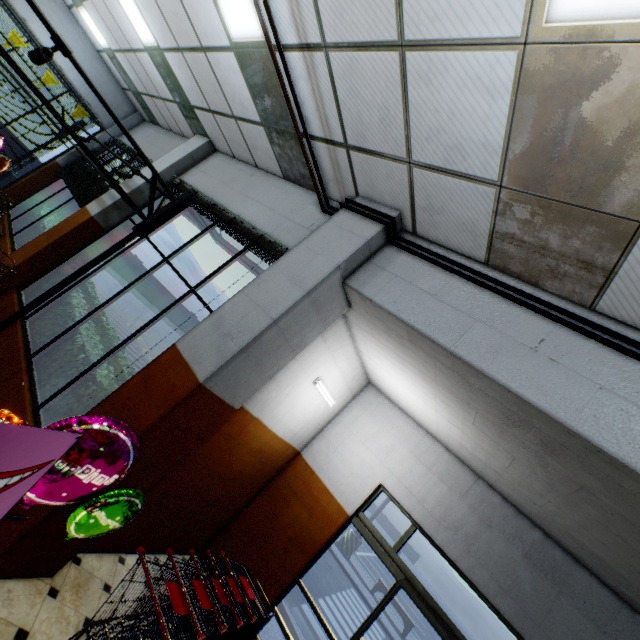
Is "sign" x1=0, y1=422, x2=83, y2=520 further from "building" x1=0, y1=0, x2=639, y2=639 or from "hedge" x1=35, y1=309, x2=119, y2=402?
"hedge" x1=35, y1=309, x2=119, y2=402

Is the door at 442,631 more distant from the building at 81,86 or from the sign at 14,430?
the sign at 14,430

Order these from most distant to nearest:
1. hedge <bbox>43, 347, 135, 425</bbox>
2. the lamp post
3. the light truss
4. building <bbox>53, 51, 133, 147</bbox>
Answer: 1. the lamp post
2. building <bbox>53, 51, 133, 147</bbox>
3. hedge <bbox>43, 347, 135, 425</bbox>
4. the light truss

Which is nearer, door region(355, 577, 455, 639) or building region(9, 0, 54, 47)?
door region(355, 577, 455, 639)

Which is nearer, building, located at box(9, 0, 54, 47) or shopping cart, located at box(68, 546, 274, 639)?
shopping cart, located at box(68, 546, 274, 639)

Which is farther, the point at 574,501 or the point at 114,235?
the point at 114,235

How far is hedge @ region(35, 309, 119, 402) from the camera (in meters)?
4.29

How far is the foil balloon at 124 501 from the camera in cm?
213
